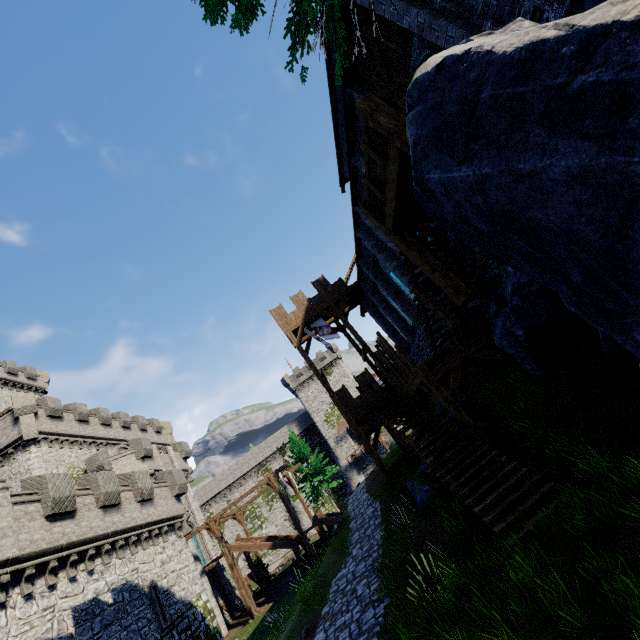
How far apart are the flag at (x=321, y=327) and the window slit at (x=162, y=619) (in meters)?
16.64

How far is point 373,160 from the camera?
7.8 meters

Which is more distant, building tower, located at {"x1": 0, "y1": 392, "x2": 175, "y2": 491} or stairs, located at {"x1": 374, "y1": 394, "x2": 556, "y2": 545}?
building tower, located at {"x1": 0, "y1": 392, "x2": 175, "y2": 491}

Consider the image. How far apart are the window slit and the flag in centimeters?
1664cm

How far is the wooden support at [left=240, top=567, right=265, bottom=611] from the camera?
26.0 meters

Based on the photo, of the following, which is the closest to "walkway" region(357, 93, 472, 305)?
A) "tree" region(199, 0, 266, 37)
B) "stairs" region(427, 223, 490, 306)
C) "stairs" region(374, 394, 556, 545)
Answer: "stairs" region(427, 223, 490, 306)

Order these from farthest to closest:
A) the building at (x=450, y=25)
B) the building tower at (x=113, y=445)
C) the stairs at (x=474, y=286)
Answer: the building tower at (x=113, y=445) < the stairs at (x=474, y=286) < the building at (x=450, y=25)

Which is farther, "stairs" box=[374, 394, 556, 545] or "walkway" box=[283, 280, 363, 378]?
"walkway" box=[283, 280, 363, 378]
